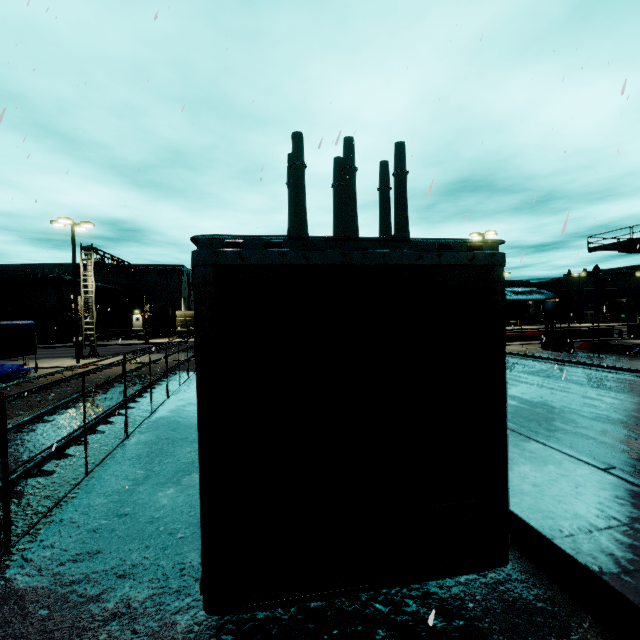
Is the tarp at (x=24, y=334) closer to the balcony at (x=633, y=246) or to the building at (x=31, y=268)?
the building at (x=31, y=268)

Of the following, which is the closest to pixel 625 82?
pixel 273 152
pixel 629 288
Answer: pixel 273 152

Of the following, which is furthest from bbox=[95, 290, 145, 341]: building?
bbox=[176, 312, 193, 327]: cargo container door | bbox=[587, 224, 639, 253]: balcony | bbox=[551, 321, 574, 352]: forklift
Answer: bbox=[551, 321, 574, 352]: forklift

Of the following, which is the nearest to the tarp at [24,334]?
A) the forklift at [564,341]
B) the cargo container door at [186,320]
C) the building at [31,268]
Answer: the building at [31,268]

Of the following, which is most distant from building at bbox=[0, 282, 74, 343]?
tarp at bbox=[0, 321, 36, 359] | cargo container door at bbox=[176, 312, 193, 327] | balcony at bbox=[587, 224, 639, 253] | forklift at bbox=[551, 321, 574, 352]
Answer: forklift at bbox=[551, 321, 574, 352]

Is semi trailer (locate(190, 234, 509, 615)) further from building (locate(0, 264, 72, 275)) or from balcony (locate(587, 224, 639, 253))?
balcony (locate(587, 224, 639, 253))

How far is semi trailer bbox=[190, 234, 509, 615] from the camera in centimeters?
242cm

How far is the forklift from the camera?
22.6m
